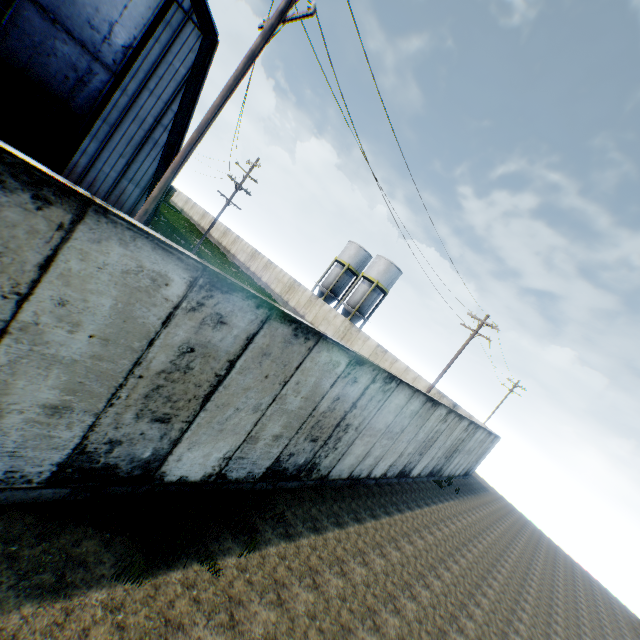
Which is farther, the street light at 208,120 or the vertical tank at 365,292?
the vertical tank at 365,292

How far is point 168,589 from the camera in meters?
4.2

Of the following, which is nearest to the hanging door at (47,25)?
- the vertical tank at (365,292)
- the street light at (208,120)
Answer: the street light at (208,120)

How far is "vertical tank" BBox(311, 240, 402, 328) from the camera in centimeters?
4022cm

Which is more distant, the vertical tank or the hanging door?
the vertical tank

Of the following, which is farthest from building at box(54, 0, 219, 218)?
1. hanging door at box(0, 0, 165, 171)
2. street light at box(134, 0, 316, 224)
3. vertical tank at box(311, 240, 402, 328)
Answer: vertical tank at box(311, 240, 402, 328)

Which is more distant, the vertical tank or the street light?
the vertical tank

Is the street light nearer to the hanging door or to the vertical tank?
the hanging door
